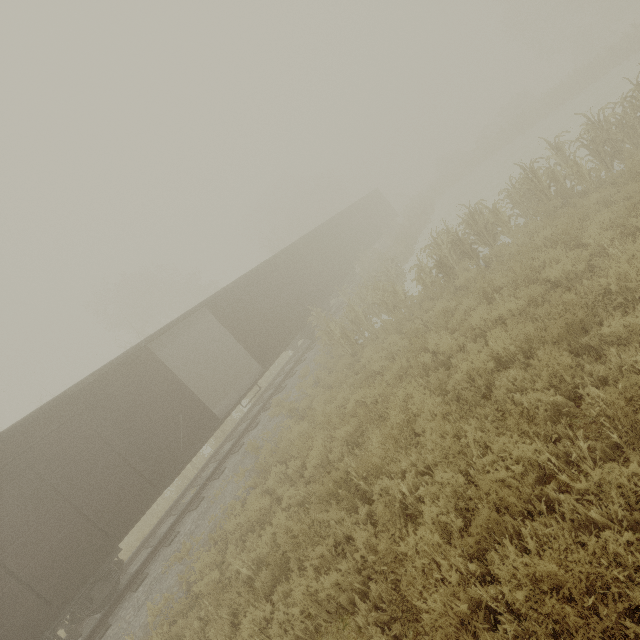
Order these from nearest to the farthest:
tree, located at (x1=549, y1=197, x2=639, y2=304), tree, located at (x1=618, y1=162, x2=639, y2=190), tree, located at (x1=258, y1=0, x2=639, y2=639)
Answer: tree, located at (x1=258, y1=0, x2=639, y2=639) < tree, located at (x1=549, y1=197, x2=639, y2=304) < tree, located at (x1=618, y1=162, x2=639, y2=190)

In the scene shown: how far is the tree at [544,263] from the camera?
6.6 meters

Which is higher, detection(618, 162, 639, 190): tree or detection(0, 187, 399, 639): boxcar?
detection(0, 187, 399, 639): boxcar

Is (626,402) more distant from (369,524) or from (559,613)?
(369,524)

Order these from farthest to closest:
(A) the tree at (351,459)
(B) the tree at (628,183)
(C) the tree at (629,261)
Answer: (B) the tree at (628,183)
(C) the tree at (629,261)
(A) the tree at (351,459)

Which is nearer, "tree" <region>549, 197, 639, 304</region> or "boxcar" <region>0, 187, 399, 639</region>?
"tree" <region>549, 197, 639, 304</region>

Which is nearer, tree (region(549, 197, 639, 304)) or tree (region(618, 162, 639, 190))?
tree (region(549, 197, 639, 304))

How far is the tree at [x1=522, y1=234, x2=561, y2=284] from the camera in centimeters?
657cm
